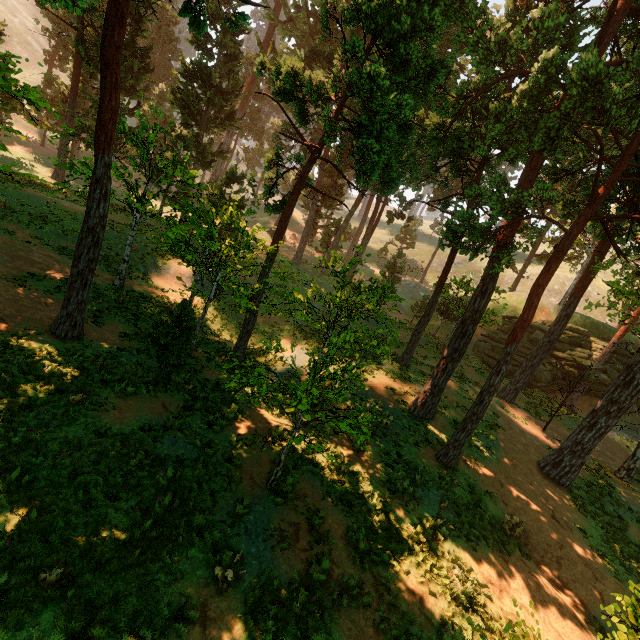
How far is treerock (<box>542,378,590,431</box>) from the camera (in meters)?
20.71

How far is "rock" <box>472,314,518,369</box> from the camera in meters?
32.7

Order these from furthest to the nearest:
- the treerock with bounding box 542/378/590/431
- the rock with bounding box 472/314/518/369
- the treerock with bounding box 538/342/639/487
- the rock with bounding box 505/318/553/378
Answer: the rock with bounding box 472/314/518/369
the rock with bounding box 505/318/553/378
the treerock with bounding box 542/378/590/431
the treerock with bounding box 538/342/639/487

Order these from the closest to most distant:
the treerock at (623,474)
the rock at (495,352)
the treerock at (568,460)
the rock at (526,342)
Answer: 1. the treerock at (568,460)
2. the treerock at (623,474)
3. the rock at (526,342)
4. the rock at (495,352)

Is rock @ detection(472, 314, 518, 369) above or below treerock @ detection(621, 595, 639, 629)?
below

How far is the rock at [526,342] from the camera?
31.2 meters

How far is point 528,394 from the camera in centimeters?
2969cm
